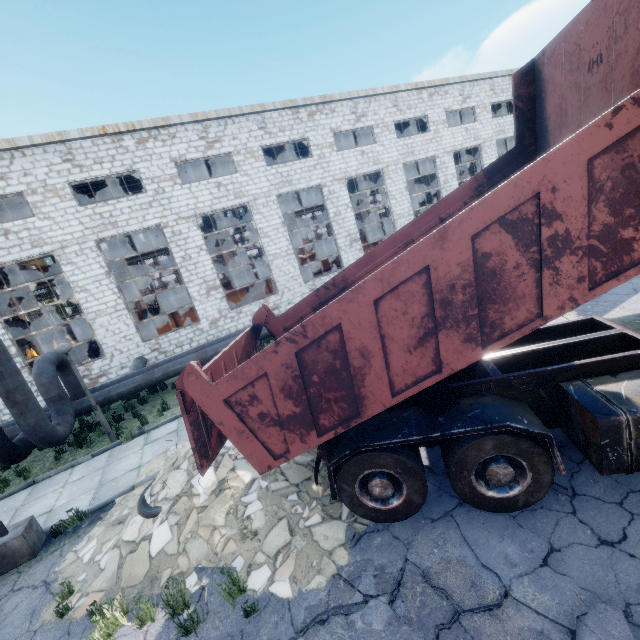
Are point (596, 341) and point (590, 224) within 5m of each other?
yes

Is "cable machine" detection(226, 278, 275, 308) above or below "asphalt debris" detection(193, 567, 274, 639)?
above

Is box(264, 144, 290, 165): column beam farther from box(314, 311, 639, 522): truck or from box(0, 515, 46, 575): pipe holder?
box(0, 515, 46, 575): pipe holder

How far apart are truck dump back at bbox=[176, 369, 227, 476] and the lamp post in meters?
6.2

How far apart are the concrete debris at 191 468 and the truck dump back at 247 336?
0.62m

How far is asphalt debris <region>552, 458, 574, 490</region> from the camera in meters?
4.4

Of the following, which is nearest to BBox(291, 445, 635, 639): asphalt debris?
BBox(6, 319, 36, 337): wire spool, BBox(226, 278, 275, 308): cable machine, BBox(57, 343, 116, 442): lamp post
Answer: BBox(57, 343, 116, 442): lamp post

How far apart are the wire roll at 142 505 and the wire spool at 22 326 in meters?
18.5 m
